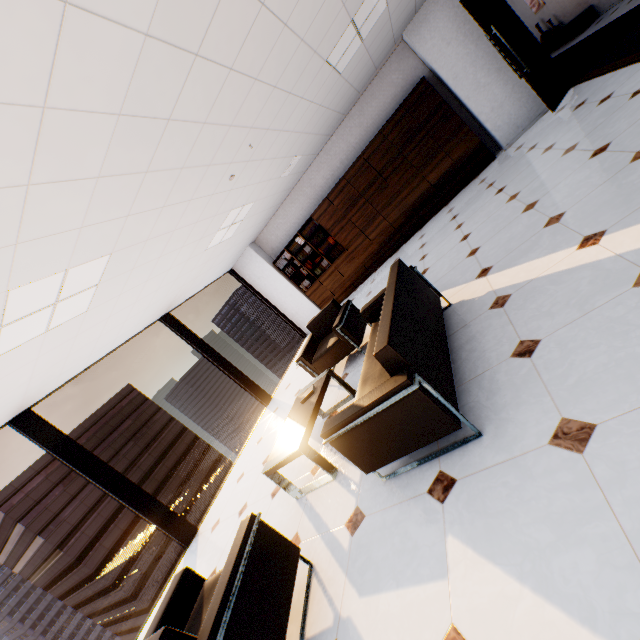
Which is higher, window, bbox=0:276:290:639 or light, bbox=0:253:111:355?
light, bbox=0:253:111:355

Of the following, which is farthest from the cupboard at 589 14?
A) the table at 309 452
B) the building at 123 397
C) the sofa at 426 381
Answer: the building at 123 397

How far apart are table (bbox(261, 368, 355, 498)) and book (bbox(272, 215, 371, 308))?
5.07m

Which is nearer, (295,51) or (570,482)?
(570,482)

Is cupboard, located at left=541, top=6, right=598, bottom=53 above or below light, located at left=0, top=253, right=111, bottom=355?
below

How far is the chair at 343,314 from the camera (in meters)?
4.43

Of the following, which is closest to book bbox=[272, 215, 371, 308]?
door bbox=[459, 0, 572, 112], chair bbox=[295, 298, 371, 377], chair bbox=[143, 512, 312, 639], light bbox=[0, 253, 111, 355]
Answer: chair bbox=[295, 298, 371, 377]

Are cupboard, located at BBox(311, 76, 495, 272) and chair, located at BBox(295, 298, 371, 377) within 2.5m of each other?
no
